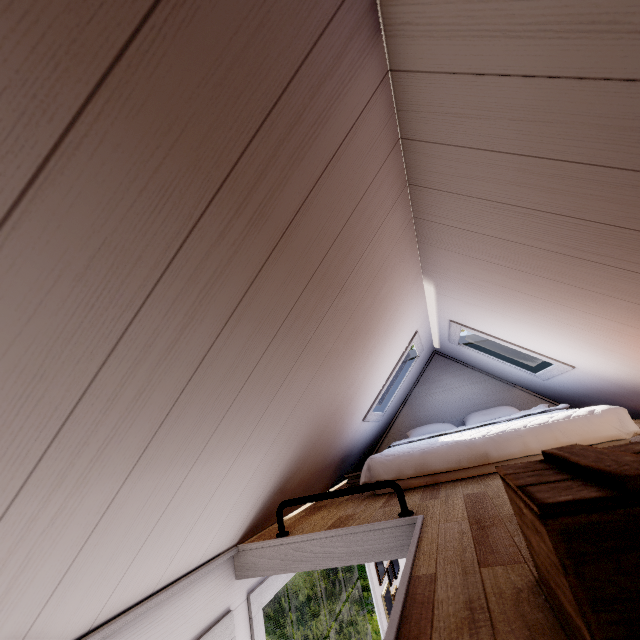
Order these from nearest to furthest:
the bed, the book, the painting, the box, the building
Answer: the box
the bed
the book
the painting
the building

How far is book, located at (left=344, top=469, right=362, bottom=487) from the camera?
2.7 meters

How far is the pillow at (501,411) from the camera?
3.6 meters

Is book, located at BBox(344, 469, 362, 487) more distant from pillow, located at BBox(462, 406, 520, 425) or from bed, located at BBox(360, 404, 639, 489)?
pillow, located at BBox(462, 406, 520, 425)

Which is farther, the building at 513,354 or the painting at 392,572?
the building at 513,354

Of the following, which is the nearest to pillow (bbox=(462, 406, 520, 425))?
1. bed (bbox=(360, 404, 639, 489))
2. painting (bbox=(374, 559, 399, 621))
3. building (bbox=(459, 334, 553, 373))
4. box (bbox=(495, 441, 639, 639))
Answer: bed (bbox=(360, 404, 639, 489))

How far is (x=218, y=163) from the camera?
0.6m

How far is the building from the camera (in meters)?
3.96
